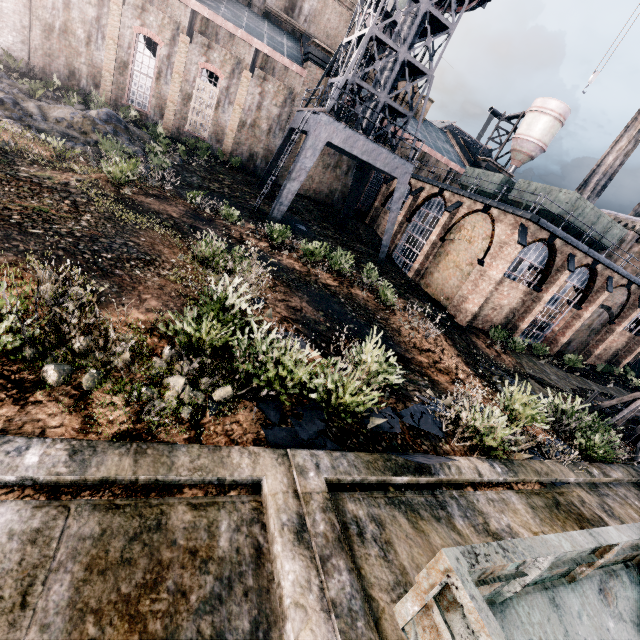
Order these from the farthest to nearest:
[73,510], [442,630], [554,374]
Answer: [554,374] < [73,510] < [442,630]

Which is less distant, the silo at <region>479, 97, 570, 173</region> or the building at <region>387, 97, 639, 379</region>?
the building at <region>387, 97, 639, 379</region>

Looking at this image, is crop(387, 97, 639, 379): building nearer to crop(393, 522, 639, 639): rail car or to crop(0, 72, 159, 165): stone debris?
crop(393, 522, 639, 639): rail car

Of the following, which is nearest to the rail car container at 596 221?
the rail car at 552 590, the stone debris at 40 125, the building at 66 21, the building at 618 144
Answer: the building at 66 21

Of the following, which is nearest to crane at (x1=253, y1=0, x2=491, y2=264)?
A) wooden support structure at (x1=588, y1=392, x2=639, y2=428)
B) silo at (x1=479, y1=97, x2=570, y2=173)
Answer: wooden support structure at (x1=588, y1=392, x2=639, y2=428)

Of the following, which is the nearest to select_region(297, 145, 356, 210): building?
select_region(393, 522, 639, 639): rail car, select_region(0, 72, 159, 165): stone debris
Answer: select_region(0, 72, 159, 165): stone debris

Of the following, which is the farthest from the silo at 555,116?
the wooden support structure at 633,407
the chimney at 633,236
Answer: the wooden support structure at 633,407

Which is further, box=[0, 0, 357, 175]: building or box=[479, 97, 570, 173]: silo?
box=[479, 97, 570, 173]: silo
